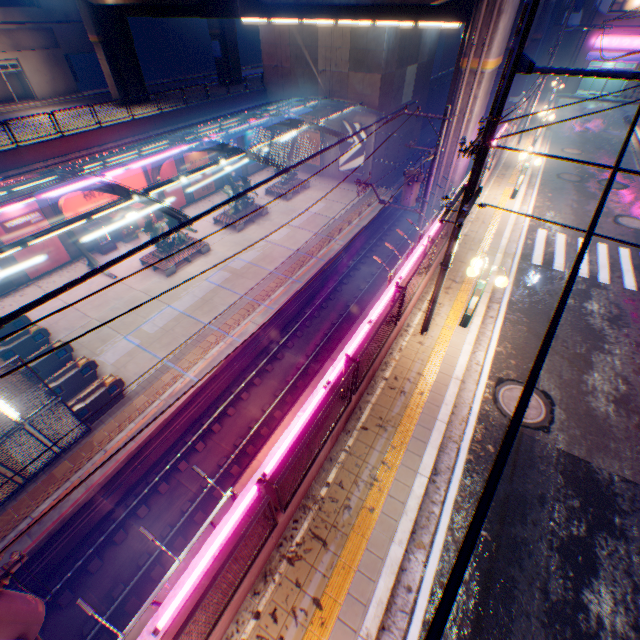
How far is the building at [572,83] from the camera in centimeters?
3625cm

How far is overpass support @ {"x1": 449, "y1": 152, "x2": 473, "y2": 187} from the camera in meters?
18.7

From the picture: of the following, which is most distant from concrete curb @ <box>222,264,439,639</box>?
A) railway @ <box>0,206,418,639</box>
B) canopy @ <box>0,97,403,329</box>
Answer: canopy @ <box>0,97,403,329</box>

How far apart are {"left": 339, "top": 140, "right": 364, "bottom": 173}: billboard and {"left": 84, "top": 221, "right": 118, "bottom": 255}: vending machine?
21.12m

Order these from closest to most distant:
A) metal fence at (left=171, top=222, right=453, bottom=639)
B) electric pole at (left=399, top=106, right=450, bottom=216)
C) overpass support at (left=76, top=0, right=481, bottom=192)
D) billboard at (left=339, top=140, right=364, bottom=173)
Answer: metal fence at (left=171, top=222, right=453, bottom=639), electric pole at (left=399, top=106, right=450, bottom=216), overpass support at (left=76, top=0, right=481, bottom=192), billboard at (left=339, top=140, right=364, bottom=173)

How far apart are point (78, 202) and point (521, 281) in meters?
25.9 m

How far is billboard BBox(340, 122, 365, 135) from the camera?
28.7m

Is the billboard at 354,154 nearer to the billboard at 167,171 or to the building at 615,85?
the billboard at 167,171
